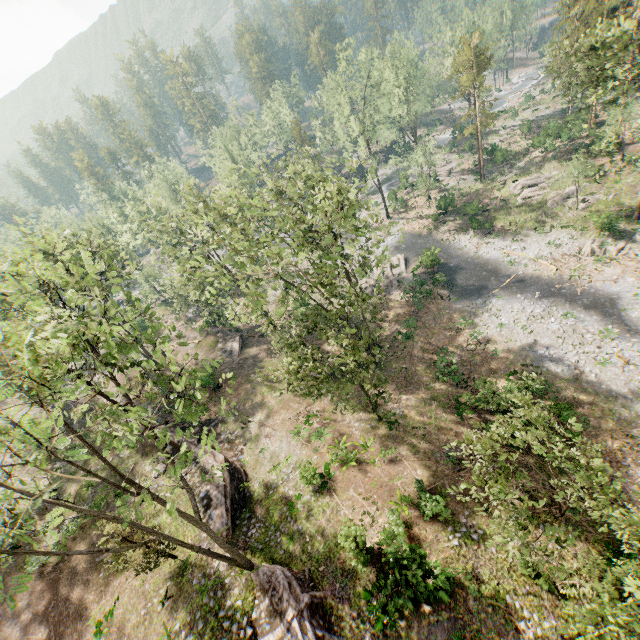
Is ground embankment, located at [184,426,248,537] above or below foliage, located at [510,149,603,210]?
above

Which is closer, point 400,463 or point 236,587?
point 236,587

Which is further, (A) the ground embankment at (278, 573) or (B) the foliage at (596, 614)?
(A) the ground embankment at (278, 573)

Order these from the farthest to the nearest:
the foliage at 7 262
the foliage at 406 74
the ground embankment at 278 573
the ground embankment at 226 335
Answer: the foliage at 406 74 → the ground embankment at 226 335 → the ground embankment at 278 573 → the foliage at 7 262

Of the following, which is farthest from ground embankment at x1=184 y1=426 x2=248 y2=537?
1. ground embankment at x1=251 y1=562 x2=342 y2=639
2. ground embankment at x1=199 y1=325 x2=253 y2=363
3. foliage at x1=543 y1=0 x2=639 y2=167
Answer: ground embankment at x1=199 y1=325 x2=253 y2=363

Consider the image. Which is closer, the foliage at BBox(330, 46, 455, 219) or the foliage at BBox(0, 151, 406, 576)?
the foliage at BBox(0, 151, 406, 576)

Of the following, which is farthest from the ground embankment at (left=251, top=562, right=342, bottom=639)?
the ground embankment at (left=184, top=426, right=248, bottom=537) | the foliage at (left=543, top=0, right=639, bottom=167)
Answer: the ground embankment at (left=184, top=426, right=248, bottom=537)

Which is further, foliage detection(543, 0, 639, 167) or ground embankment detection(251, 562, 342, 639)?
foliage detection(543, 0, 639, 167)
